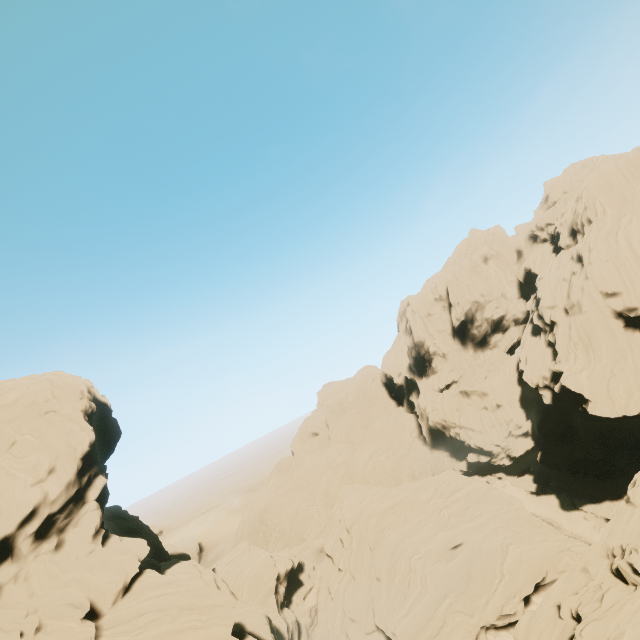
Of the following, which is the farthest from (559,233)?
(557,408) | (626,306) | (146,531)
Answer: (146,531)

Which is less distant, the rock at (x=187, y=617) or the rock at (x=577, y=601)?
the rock at (x=577, y=601)

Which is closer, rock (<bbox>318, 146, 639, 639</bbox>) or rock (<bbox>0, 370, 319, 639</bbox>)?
rock (<bbox>318, 146, 639, 639</bbox>)
